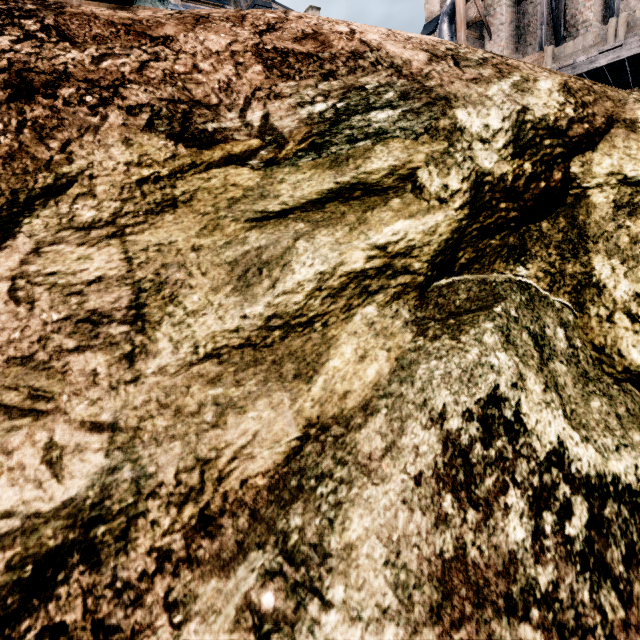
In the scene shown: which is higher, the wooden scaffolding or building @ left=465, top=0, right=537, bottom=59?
building @ left=465, top=0, right=537, bottom=59

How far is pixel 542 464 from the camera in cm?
136

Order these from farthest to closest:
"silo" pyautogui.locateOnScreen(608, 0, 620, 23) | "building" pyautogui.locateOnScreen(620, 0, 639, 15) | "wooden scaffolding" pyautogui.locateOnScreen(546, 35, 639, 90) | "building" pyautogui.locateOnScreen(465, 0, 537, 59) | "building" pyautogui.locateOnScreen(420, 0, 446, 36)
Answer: "building" pyautogui.locateOnScreen(420, 0, 446, 36), "building" pyautogui.locateOnScreen(465, 0, 537, 59), "building" pyautogui.locateOnScreen(620, 0, 639, 15), "silo" pyautogui.locateOnScreen(608, 0, 620, 23), "wooden scaffolding" pyautogui.locateOnScreen(546, 35, 639, 90)

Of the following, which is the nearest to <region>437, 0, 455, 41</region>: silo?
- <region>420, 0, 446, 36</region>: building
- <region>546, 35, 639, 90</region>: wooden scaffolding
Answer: <region>420, 0, 446, 36</region>: building

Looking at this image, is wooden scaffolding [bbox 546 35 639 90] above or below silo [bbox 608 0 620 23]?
below

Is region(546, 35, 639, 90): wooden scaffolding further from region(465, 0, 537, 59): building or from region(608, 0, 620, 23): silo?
region(608, 0, 620, 23): silo

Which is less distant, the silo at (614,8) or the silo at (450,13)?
the silo at (614,8)

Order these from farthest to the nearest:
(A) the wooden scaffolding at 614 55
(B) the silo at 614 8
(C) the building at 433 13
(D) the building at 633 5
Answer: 1. (C) the building at 433 13
2. (D) the building at 633 5
3. (B) the silo at 614 8
4. (A) the wooden scaffolding at 614 55
